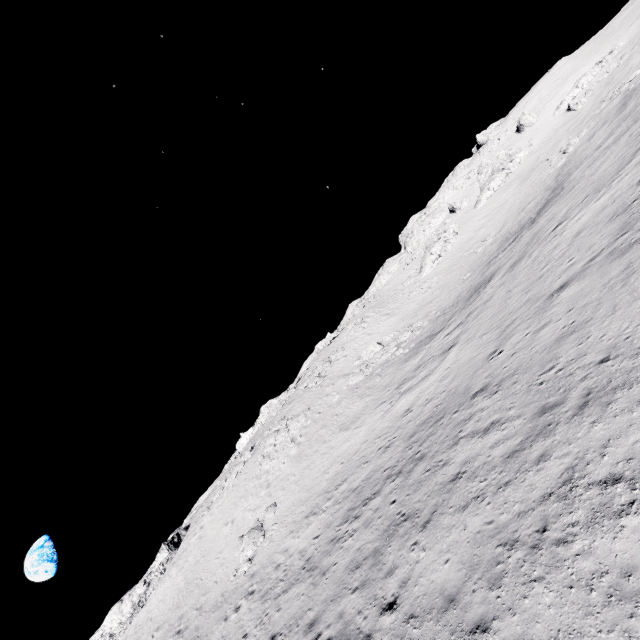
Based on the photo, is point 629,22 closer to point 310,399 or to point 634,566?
point 310,399

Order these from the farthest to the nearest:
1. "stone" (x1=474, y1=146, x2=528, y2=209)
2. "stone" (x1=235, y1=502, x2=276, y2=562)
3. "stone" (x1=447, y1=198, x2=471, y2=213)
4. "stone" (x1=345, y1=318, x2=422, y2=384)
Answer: "stone" (x1=447, y1=198, x2=471, y2=213)
"stone" (x1=474, y1=146, x2=528, y2=209)
"stone" (x1=345, y1=318, x2=422, y2=384)
"stone" (x1=235, y1=502, x2=276, y2=562)

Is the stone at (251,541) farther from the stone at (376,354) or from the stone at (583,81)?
the stone at (583,81)

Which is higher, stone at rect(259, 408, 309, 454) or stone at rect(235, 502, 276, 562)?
stone at rect(259, 408, 309, 454)

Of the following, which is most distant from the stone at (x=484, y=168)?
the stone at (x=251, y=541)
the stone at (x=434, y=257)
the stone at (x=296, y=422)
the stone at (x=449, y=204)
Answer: the stone at (x=251, y=541)

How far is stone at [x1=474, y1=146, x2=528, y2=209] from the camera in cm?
5066

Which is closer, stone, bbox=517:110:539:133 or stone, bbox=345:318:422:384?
stone, bbox=345:318:422:384

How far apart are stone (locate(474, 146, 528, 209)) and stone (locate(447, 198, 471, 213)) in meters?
2.7 m
